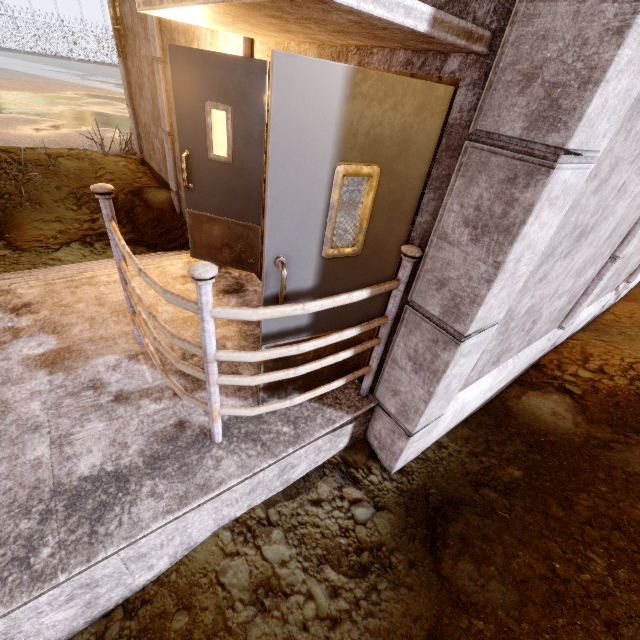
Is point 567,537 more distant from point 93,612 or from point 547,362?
point 93,612

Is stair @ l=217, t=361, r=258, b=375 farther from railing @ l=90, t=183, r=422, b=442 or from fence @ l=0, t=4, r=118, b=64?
fence @ l=0, t=4, r=118, b=64

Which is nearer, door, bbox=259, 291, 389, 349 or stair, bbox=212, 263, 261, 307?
door, bbox=259, 291, 389, 349

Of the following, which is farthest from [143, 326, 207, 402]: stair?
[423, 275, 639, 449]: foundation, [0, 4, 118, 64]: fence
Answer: [0, 4, 118, 64]: fence

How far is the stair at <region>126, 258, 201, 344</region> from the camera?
3.1 meters

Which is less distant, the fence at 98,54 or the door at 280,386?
the door at 280,386

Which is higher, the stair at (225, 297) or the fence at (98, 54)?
the fence at (98, 54)

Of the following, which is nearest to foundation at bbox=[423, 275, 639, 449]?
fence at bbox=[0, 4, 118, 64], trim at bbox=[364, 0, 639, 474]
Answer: trim at bbox=[364, 0, 639, 474]
